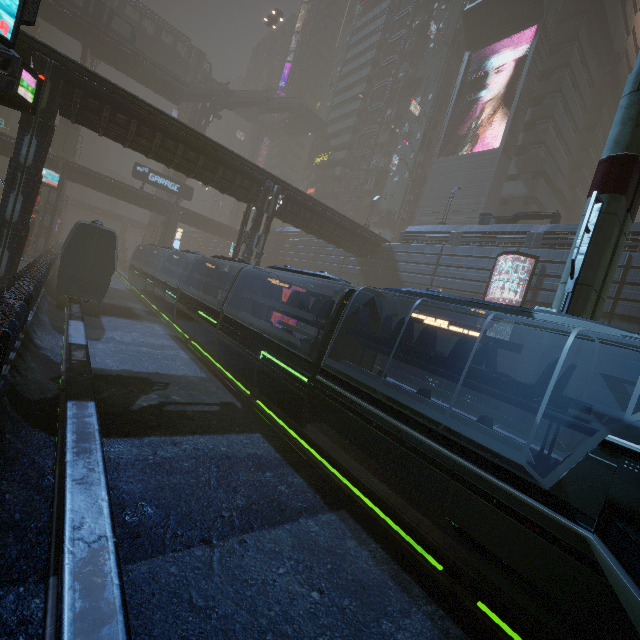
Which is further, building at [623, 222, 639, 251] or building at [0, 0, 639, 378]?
building at [623, 222, 639, 251]

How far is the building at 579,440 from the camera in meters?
18.3 m

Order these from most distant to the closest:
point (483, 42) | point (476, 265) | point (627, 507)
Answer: point (483, 42), point (476, 265), point (627, 507)

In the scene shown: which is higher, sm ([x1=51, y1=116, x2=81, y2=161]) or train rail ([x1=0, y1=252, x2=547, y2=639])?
sm ([x1=51, y1=116, x2=81, y2=161])

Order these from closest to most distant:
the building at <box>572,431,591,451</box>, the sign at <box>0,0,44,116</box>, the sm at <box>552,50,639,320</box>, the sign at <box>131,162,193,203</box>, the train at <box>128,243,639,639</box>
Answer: the train at <box>128,243,639,639</box>
the sign at <box>0,0,44,116</box>
the sm at <box>552,50,639,320</box>
the building at <box>572,431,591,451</box>
the sign at <box>131,162,193,203</box>

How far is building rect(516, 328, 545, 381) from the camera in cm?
2075

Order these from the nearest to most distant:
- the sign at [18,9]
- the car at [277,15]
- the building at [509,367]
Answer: the sign at [18,9] < the building at [509,367] < the car at [277,15]

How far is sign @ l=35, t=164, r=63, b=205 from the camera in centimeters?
3216cm
